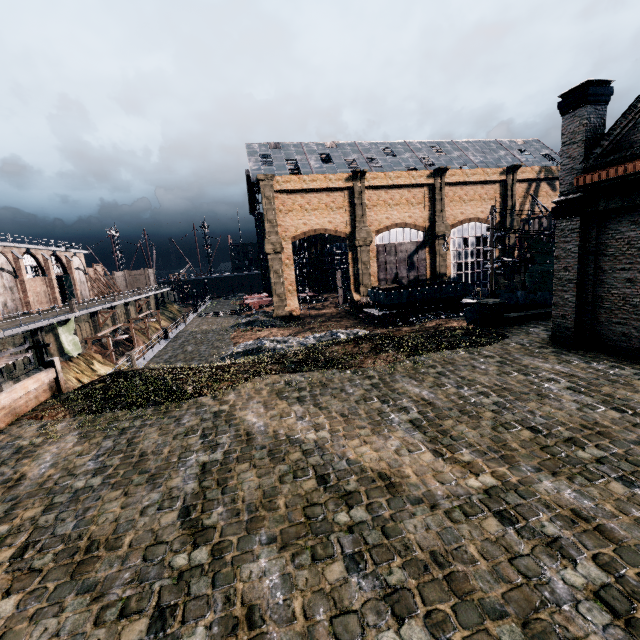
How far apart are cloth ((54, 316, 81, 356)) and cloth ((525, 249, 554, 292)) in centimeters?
5132cm

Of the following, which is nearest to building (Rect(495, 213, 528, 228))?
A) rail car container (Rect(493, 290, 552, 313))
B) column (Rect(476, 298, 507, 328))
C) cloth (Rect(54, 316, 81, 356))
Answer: column (Rect(476, 298, 507, 328))

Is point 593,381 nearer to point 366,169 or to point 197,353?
point 197,353

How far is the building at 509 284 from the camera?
50.1m

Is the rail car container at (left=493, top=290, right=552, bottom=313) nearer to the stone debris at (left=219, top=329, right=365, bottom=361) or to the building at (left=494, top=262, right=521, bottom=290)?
the building at (left=494, top=262, right=521, bottom=290)

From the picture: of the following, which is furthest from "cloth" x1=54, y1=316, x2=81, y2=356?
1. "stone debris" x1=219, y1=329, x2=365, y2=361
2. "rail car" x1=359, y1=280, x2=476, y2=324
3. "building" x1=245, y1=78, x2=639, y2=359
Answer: "rail car" x1=359, y1=280, x2=476, y2=324

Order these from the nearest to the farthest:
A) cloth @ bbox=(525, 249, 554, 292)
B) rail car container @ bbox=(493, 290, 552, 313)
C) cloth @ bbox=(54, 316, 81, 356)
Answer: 1. rail car container @ bbox=(493, 290, 552, 313)
2. cloth @ bbox=(54, 316, 81, 356)
3. cloth @ bbox=(525, 249, 554, 292)
